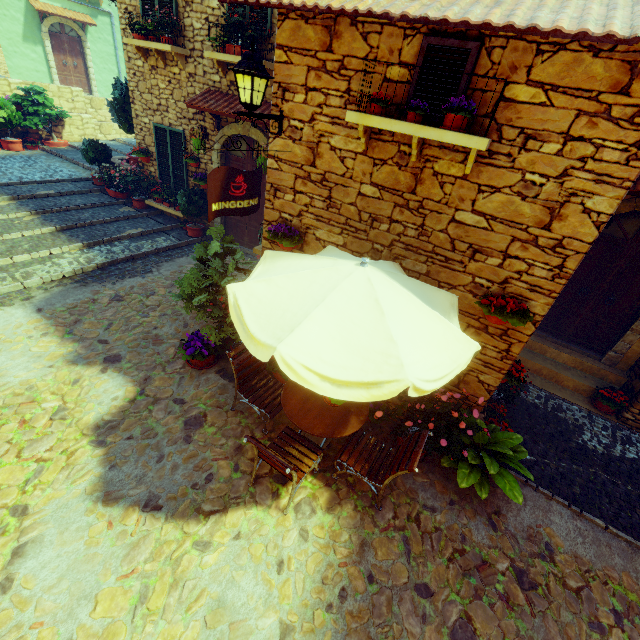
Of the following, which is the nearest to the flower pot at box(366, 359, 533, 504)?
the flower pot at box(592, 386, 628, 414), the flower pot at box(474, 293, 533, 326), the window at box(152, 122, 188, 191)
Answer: the flower pot at box(474, 293, 533, 326)

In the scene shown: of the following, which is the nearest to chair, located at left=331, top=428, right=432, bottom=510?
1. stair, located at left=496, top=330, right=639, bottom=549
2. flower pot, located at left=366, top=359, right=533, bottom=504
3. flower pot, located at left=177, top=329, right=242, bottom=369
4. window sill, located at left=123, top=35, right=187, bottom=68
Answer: flower pot, located at left=366, top=359, right=533, bottom=504

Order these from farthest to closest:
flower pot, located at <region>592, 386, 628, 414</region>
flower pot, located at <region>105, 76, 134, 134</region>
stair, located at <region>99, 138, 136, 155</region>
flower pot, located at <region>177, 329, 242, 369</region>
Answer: stair, located at <region>99, 138, 136, 155</region>, flower pot, located at <region>105, 76, 134, 134</region>, flower pot, located at <region>592, 386, 628, 414</region>, flower pot, located at <region>177, 329, 242, 369</region>

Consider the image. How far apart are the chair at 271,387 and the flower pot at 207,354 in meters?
0.6 m

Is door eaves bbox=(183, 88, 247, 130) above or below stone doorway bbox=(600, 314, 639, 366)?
above

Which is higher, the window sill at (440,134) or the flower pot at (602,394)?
the window sill at (440,134)

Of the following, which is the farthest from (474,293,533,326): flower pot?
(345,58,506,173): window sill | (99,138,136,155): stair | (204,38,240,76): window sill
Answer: (99,138,136,155): stair

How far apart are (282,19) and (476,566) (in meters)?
6.94
